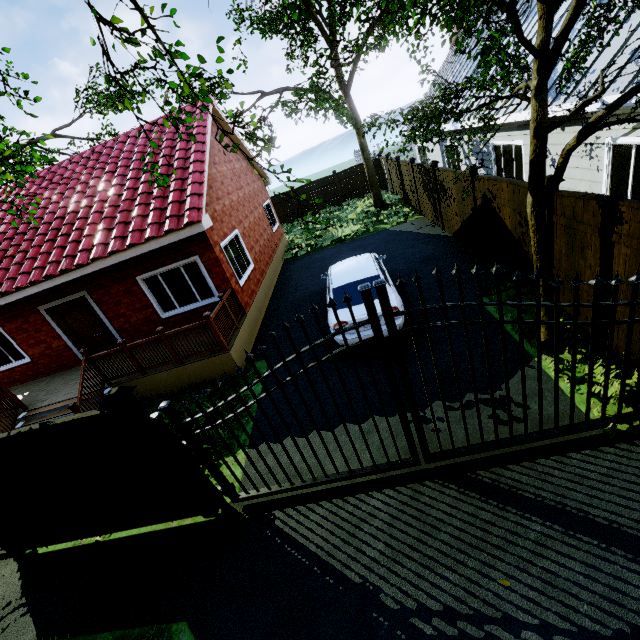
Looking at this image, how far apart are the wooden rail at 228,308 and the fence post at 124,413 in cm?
353

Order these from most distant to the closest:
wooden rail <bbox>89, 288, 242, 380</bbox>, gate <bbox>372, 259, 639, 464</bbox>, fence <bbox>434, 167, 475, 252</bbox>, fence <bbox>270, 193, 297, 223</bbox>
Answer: fence <bbox>270, 193, 297, 223</bbox> < fence <bbox>434, 167, 475, 252</bbox> < wooden rail <bbox>89, 288, 242, 380</bbox> < gate <bbox>372, 259, 639, 464</bbox>

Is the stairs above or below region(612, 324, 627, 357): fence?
above

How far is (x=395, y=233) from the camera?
14.1m

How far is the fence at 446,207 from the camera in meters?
9.4

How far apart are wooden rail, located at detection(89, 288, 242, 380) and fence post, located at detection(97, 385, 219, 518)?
3.53m

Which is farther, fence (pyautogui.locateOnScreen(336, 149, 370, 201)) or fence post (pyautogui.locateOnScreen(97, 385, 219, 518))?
fence (pyautogui.locateOnScreen(336, 149, 370, 201))

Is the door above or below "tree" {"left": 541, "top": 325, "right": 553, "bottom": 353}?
above
